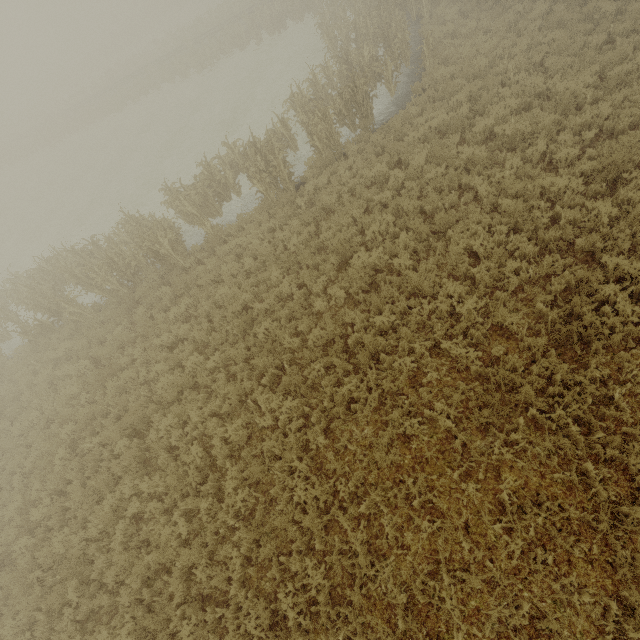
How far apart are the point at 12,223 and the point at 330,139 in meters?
31.3 m
